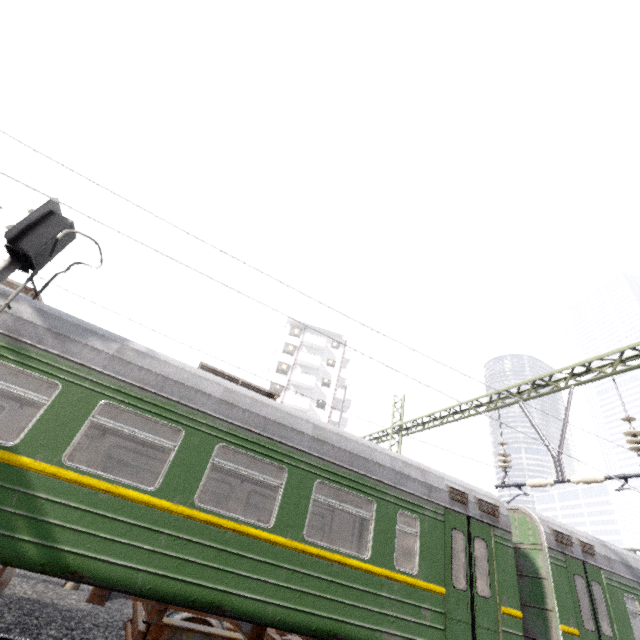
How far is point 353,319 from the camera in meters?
5.5 m

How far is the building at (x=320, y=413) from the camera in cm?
3884

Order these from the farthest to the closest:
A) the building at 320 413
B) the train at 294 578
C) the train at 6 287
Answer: the building at 320 413 → the train at 6 287 → the train at 294 578

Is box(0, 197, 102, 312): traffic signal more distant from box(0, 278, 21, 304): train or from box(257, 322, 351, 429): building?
box(257, 322, 351, 429): building

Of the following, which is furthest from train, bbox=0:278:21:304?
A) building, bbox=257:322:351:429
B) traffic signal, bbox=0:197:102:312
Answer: building, bbox=257:322:351:429

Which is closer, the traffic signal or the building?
the traffic signal

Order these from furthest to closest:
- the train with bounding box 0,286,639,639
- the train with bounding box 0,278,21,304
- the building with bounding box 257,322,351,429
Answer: the building with bounding box 257,322,351,429 < the train with bounding box 0,278,21,304 < the train with bounding box 0,286,639,639
